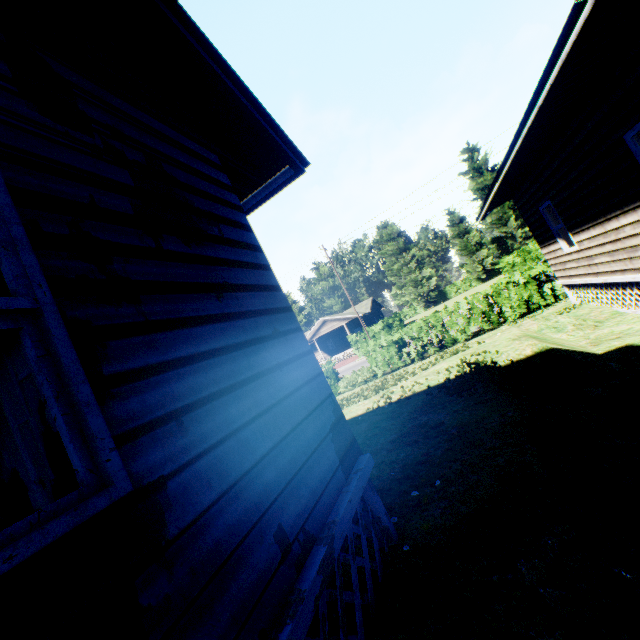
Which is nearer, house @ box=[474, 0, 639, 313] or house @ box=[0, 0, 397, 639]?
house @ box=[0, 0, 397, 639]

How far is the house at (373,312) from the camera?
47.8m

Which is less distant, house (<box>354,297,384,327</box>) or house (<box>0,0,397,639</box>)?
house (<box>0,0,397,639</box>)

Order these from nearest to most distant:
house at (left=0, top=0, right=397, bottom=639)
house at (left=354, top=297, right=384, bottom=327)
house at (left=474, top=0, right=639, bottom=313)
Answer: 1. house at (left=0, top=0, right=397, bottom=639)
2. house at (left=474, top=0, right=639, bottom=313)
3. house at (left=354, top=297, right=384, bottom=327)

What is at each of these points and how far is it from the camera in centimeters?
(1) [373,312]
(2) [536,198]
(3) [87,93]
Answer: (1) house, 5125cm
(2) house, 970cm
(3) house, 209cm

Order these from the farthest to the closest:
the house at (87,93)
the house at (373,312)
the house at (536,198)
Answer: the house at (373,312), the house at (536,198), the house at (87,93)

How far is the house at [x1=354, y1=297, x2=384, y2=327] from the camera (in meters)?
47.84
